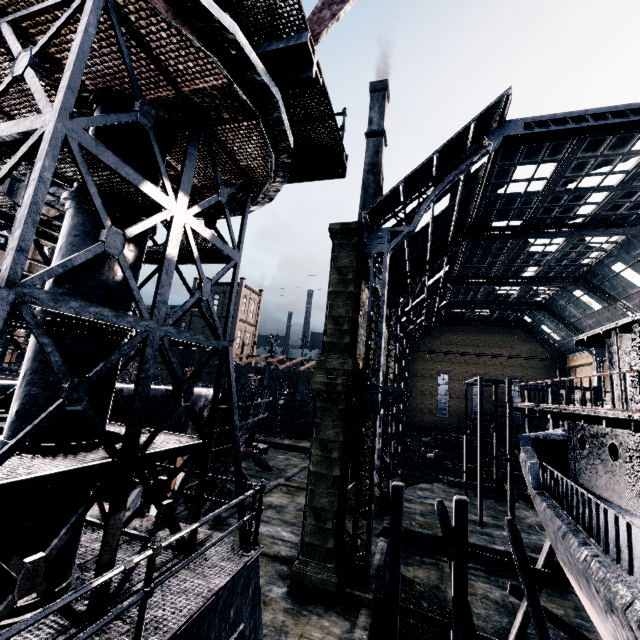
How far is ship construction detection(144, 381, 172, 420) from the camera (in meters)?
13.46

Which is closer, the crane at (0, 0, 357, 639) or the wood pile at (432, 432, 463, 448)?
the crane at (0, 0, 357, 639)

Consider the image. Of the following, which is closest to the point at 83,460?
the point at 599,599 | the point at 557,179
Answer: the point at 599,599

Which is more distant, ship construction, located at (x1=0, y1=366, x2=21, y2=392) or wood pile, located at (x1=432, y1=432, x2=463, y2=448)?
wood pile, located at (x1=432, y1=432, x2=463, y2=448)

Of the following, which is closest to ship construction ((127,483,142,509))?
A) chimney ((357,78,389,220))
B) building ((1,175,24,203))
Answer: chimney ((357,78,389,220))

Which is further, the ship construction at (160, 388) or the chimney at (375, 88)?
the chimney at (375, 88)

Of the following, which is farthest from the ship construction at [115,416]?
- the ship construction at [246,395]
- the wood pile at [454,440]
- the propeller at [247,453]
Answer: the wood pile at [454,440]
